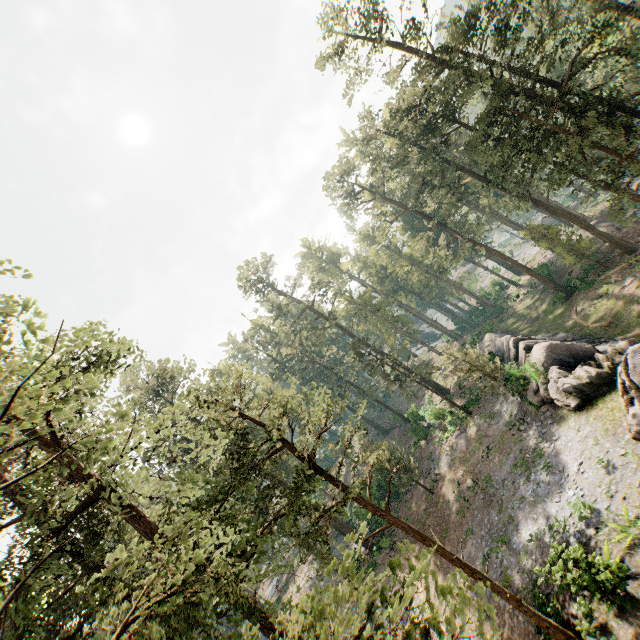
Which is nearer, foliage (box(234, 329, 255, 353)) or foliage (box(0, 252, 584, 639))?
foliage (box(0, 252, 584, 639))

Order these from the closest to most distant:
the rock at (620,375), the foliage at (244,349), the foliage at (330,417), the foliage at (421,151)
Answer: the foliage at (330,417) < the rock at (620,375) < the foliage at (421,151) < the foliage at (244,349)

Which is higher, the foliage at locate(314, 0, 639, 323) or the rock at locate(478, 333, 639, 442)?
the foliage at locate(314, 0, 639, 323)

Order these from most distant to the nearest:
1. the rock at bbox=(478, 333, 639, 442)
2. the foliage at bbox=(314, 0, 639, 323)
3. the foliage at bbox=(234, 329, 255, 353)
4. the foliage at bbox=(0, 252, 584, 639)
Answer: the foliage at bbox=(234, 329, 255, 353)
the foliage at bbox=(314, 0, 639, 323)
the rock at bbox=(478, 333, 639, 442)
the foliage at bbox=(0, 252, 584, 639)

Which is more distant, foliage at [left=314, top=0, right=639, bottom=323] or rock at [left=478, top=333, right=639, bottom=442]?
foliage at [left=314, top=0, right=639, bottom=323]

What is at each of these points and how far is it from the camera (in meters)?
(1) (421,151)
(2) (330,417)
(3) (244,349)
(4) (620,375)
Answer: (1) foliage, 33.53
(2) foliage, 13.89
(3) foliage, 58.91
(4) rock, 15.13

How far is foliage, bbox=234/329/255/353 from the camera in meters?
56.8 m

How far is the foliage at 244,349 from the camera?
56.8m
